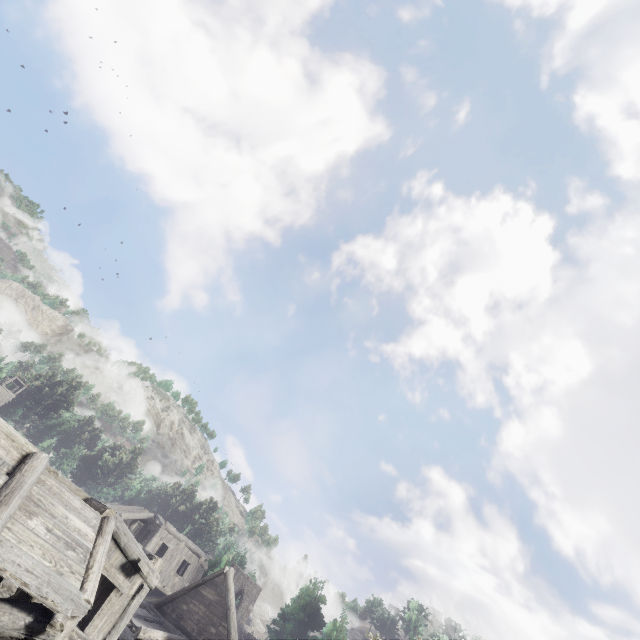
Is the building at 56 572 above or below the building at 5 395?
below

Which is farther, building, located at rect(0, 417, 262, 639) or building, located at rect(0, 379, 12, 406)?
building, located at rect(0, 379, 12, 406)

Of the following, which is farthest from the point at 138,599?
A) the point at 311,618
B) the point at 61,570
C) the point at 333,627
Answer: the point at 311,618

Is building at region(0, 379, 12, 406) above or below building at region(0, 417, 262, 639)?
above

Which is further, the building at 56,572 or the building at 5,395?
the building at 5,395
